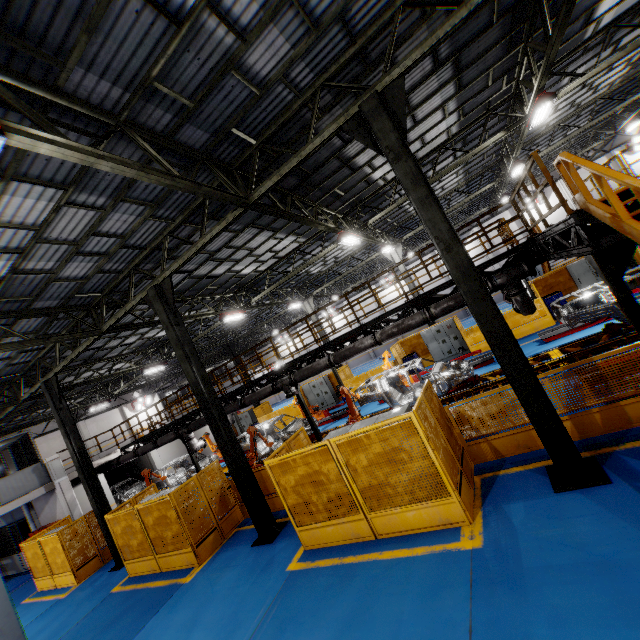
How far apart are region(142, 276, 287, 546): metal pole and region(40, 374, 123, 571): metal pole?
6.60m

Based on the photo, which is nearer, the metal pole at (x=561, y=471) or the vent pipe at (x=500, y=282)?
the metal pole at (x=561, y=471)

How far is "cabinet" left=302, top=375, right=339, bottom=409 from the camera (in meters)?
23.06

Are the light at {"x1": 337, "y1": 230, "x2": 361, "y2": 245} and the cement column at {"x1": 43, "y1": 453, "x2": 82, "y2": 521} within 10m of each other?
no

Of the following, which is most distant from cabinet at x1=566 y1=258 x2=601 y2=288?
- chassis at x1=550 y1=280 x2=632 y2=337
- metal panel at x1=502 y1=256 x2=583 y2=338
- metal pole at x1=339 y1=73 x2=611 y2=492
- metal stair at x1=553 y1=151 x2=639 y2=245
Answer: metal pole at x1=339 y1=73 x2=611 y2=492

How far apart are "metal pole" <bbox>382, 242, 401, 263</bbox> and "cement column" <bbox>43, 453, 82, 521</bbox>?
22.18m

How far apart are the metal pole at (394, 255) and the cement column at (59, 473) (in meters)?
22.18

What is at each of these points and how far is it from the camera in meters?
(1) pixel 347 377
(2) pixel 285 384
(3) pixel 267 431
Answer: (1) metal panel, 22.0
(2) vent pipe, 13.2
(3) chassis, 18.4
